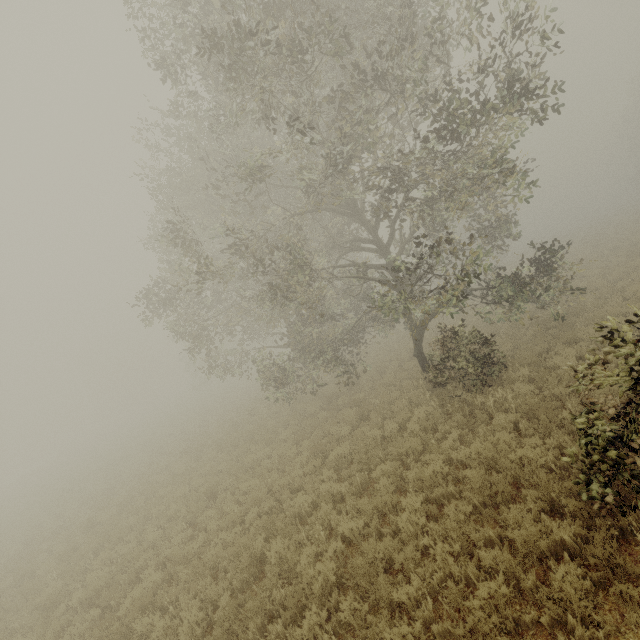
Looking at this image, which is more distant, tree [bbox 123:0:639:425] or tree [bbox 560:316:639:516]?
tree [bbox 123:0:639:425]

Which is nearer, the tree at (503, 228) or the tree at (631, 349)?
the tree at (631, 349)

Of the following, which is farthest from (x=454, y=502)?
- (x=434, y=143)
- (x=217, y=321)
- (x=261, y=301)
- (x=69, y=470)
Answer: (x=69, y=470)
